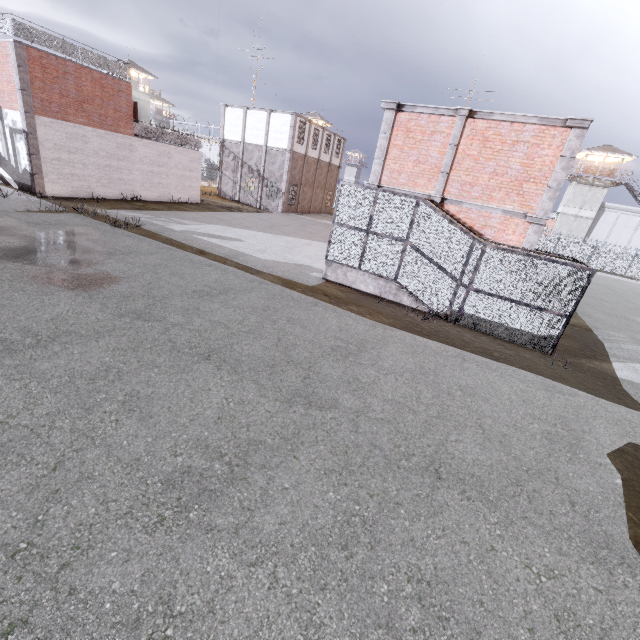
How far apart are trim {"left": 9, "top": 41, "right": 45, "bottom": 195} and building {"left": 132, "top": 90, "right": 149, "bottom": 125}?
46.9m

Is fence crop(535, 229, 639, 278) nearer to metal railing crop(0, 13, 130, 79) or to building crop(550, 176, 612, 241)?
metal railing crop(0, 13, 130, 79)

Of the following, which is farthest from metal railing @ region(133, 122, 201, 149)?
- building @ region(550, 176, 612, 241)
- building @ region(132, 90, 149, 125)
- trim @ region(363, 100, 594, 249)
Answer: building @ region(550, 176, 612, 241)

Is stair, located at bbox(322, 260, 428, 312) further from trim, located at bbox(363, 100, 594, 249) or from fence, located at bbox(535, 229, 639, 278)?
fence, located at bbox(535, 229, 639, 278)

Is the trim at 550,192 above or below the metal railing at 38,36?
below

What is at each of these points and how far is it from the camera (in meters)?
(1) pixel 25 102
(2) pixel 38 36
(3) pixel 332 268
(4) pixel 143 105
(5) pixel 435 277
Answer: (1) trim, 16.66
(2) metal railing, 16.38
(3) stair, 13.17
(4) building, 55.72
(5) cage, 11.40

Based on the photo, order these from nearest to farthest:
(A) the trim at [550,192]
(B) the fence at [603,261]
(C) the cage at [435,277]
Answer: (C) the cage at [435,277] < (A) the trim at [550,192] < (B) the fence at [603,261]

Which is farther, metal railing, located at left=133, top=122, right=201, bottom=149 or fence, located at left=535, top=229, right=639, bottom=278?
fence, located at left=535, top=229, right=639, bottom=278
